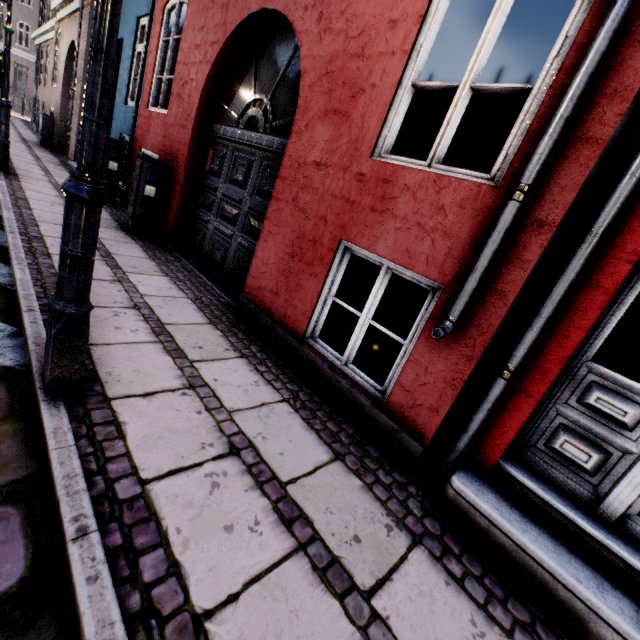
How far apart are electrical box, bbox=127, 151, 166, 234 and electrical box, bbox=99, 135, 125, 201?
2.1 meters

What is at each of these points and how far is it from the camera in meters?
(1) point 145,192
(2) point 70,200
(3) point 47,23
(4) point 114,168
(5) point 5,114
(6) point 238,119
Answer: (1) electrical box, 5.4
(2) street light, 1.5
(3) building, 13.7
(4) electrical box, 7.0
(5) street light, 5.8
(6) building, 4.6

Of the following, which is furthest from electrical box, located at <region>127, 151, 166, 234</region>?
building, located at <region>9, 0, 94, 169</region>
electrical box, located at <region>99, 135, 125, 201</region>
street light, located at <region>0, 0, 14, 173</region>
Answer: street light, located at <region>0, 0, 14, 173</region>

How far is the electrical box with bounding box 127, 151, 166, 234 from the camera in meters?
5.3

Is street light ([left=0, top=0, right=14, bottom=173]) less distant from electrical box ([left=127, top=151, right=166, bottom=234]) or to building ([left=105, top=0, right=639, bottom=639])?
building ([left=105, top=0, right=639, bottom=639])

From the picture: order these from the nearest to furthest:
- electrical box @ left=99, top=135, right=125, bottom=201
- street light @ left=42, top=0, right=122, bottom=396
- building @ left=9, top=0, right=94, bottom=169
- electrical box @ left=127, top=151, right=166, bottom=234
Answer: street light @ left=42, top=0, right=122, bottom=396 < electrical box @ left=127, top=151, right=166, bottom=234 < electrical box @ left=99, top=135, right=125, bottom=201 < building @ left=9, top=0, right=94, bottom=169

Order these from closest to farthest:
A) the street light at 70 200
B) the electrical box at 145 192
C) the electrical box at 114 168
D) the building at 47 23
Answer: the street light at 70 200, the electrical box at 145 192, the electrical box at 114 168, the building at 47 23

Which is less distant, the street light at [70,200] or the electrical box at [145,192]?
the street light at [70,200]
